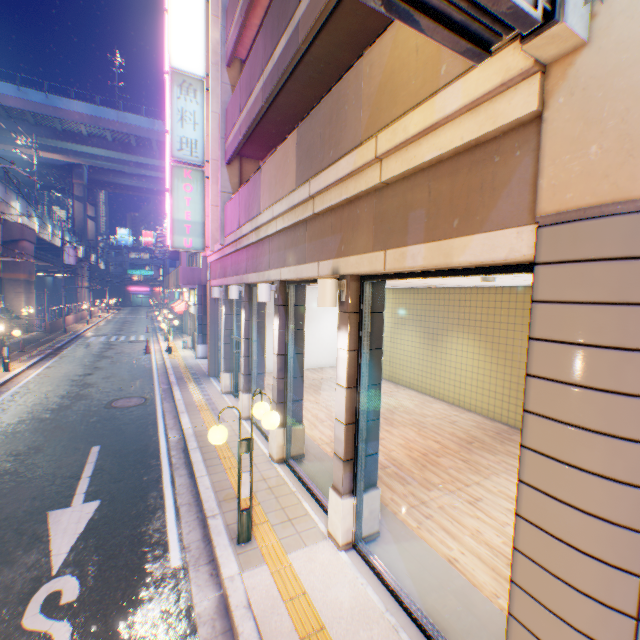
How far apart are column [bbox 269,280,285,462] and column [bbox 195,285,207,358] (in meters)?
12.67

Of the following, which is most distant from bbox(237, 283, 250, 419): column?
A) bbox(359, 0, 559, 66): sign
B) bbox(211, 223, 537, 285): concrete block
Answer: bbox(359, 0, 559, 66): sign

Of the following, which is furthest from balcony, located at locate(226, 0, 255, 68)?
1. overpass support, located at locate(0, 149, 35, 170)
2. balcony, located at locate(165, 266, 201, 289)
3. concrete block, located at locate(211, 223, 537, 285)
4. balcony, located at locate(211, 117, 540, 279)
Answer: overpass support, located at locate(0, 149, 35, 170)

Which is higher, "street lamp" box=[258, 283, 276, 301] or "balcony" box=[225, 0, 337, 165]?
"balcony" box=[225, 0, 337, 165]

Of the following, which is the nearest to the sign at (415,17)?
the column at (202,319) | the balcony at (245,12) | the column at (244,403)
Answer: the balcony at (245,12)

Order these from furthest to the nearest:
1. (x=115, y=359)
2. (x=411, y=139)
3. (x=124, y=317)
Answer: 1. (x=124, y=317)
2. (x=115, y=359)
3. (x=411, y=139)

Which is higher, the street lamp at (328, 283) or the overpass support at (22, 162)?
the overpass support at (22, 162)

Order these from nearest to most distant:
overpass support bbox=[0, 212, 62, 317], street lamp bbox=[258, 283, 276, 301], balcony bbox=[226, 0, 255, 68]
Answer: street lamp bbox=[258, 283, 276, 301]
balcony bbox=[226, 0, 255, 68]
overpass support bbox=[0, 212, 62, 317]
